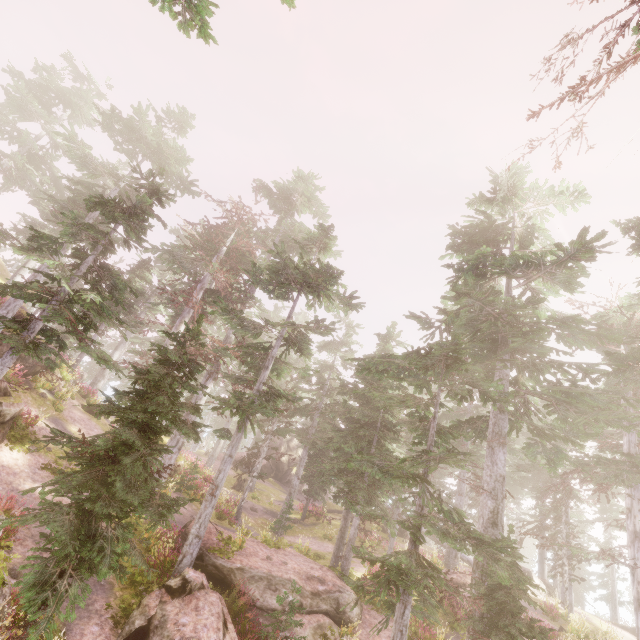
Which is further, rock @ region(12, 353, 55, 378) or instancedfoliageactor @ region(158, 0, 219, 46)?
rock @ region(12, 353, 55, 378)

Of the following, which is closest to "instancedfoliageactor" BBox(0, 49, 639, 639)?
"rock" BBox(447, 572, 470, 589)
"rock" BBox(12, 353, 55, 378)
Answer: "rock" BBox(12, 353, 55, 378)

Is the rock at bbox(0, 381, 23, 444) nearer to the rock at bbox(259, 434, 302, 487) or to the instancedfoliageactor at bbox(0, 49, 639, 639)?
the instancedfoliageactor at bbox(0, 49, 639, 639)

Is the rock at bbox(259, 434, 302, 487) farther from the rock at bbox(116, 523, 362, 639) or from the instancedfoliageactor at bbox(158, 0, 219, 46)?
the rock at bbox(116, 523, 362, 639)

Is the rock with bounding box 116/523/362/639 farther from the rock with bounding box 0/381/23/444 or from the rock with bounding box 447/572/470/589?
the rock with bounding box 0/381/23/444

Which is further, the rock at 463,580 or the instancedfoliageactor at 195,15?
the rock at 463,580

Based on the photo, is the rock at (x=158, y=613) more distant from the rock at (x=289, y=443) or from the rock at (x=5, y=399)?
the rock at (x=289, y=443)

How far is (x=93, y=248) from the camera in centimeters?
1265cm
